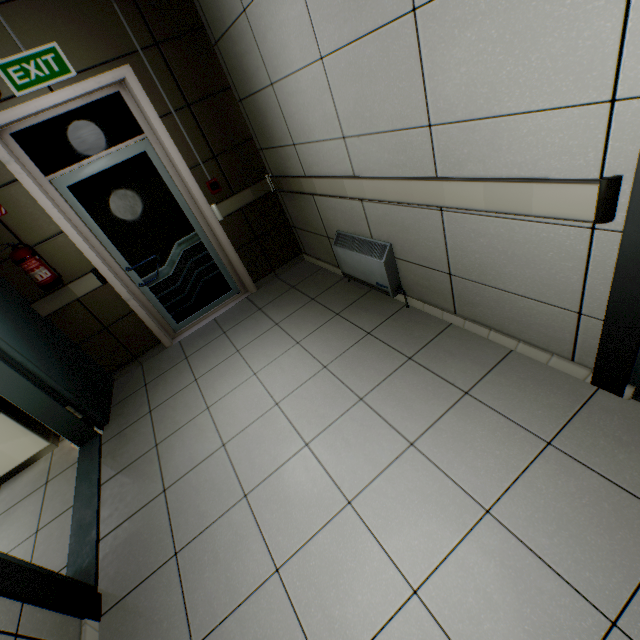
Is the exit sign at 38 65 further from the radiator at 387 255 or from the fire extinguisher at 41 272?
the radiator at 387 255

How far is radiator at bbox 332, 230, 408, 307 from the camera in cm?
272

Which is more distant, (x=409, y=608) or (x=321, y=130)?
(x=321, y=130)

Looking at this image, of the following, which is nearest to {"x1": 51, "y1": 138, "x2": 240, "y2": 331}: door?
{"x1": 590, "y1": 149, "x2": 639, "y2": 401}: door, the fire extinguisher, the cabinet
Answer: the fire extinguisher

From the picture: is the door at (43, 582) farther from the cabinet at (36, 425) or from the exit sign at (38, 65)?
the exit sign at (38, 65)

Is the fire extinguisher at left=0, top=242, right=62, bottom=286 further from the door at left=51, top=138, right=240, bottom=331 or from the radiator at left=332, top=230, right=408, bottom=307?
the radiator at left=332, top=230, right=408, bottom=307

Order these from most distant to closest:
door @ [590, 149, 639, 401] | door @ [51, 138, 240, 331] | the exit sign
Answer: door @ [51, 138, 240, 331], the exit sign, door @ [590, 149, 639, 401]

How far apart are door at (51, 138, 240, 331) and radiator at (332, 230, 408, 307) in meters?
1.6
